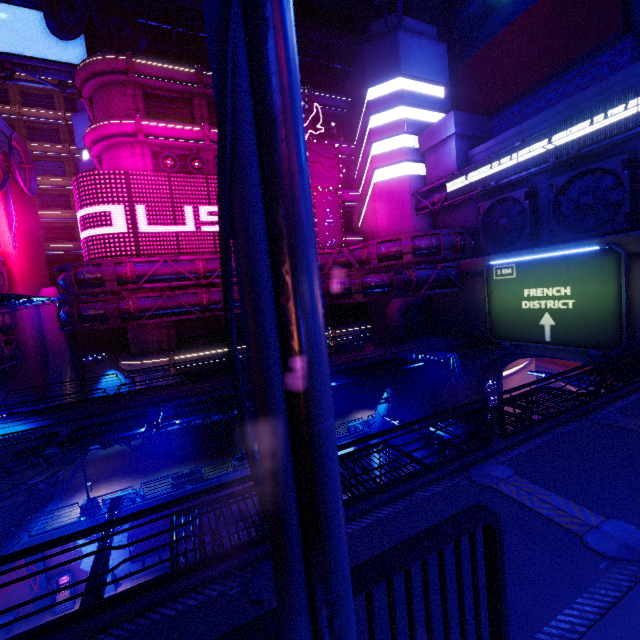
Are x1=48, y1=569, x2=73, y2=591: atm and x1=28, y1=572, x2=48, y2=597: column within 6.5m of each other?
yes

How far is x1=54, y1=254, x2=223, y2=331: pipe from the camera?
22.7 meters

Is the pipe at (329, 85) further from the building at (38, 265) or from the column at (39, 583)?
the column at (39, 583)

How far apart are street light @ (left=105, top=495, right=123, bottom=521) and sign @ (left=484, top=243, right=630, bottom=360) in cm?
2174

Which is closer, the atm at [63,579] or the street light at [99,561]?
the street light at [99,561]

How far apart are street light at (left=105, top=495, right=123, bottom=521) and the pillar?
29.9m

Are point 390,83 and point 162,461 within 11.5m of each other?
no

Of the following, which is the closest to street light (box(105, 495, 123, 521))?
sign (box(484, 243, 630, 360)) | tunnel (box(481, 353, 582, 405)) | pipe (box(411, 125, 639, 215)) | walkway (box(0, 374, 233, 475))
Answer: walkway (box(0, 374, 233, 475))
